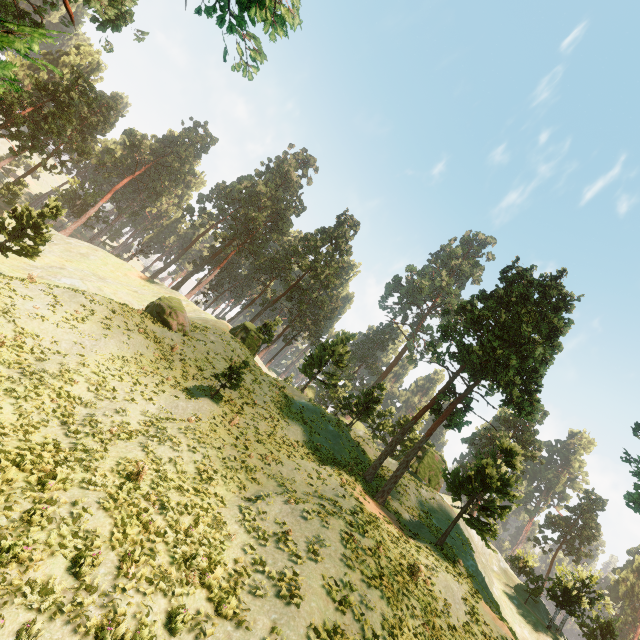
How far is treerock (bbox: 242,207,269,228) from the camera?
57.1 meters

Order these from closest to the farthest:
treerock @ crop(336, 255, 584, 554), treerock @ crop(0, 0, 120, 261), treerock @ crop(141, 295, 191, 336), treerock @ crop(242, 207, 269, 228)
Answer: treerock @ crop(0, 0, 120, 261), treerock @ crop(336, 255, 584, 554), treerock @ crop(141, 295, 191, 336), treerock @ crop(242, 207, 269, 228)

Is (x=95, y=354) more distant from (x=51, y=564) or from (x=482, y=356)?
(x=482, y=356)

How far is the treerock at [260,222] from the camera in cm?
5709

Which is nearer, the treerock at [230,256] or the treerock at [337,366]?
the treerock at [337,366]

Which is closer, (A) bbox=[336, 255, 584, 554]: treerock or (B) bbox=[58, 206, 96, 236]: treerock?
(A) bbox=[336, 255, 584, 554]: treerock
